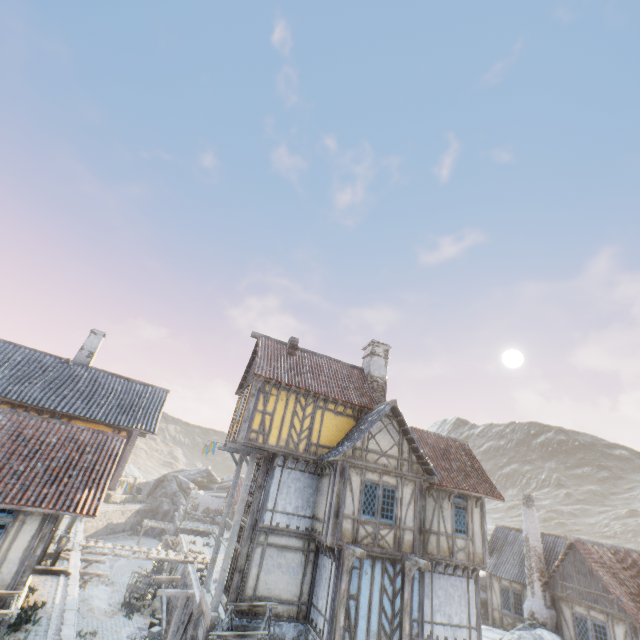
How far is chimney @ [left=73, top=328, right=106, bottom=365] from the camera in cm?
2011

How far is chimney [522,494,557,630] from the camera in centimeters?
1823cm

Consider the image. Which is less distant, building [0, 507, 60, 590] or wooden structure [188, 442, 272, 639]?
building [0, 507, 60, 590]

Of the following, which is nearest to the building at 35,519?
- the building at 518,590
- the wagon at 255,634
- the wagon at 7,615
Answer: the wagon at 7,615

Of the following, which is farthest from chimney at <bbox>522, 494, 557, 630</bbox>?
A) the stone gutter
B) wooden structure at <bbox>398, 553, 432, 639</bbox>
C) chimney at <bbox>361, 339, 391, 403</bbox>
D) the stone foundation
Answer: the stone gutter

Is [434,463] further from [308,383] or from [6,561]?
[6,561]

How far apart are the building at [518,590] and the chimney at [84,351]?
30.73m

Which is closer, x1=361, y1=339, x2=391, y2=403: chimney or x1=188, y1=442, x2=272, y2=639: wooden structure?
x1=188, y1=442, x2=272, y2=639: wooden structure
